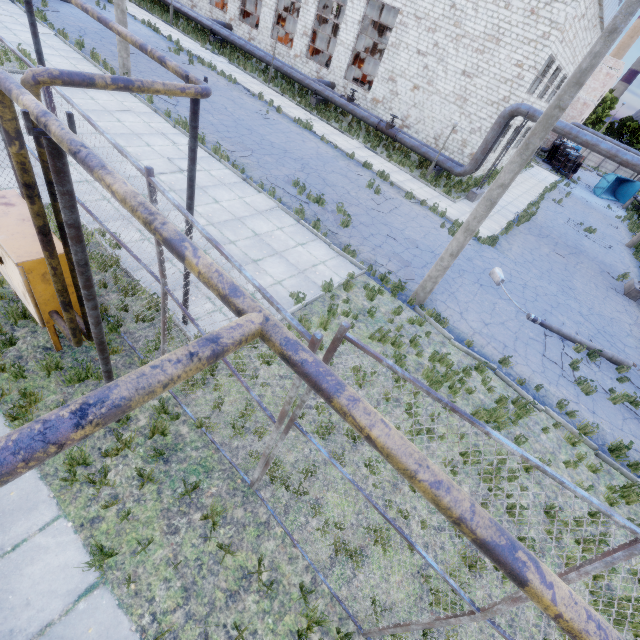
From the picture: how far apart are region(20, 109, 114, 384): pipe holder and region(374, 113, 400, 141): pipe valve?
23.2m

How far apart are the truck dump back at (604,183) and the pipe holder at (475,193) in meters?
30.7

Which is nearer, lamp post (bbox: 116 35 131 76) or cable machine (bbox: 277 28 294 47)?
lamp post (bbox: 116 35 131 76)

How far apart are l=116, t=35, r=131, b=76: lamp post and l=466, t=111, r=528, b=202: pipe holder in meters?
19.1 m

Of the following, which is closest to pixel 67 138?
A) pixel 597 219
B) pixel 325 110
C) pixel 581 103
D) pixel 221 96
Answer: pixel 221 96

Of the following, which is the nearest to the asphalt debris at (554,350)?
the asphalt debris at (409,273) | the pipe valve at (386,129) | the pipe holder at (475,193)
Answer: the asphalt debris at (409,273)

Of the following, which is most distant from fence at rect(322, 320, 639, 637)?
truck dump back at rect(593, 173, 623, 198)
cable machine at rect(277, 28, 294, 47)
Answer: truck dump back at rect(593, 173, 623, 198)

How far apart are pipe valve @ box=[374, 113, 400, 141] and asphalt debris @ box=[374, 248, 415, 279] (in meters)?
13.77
